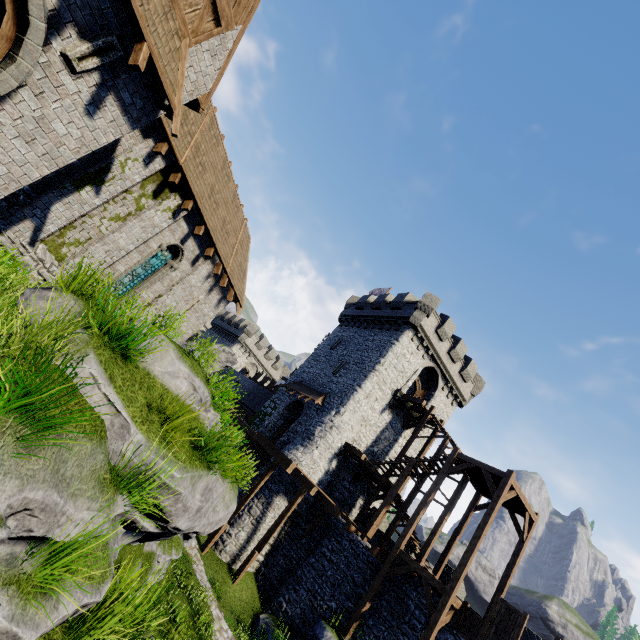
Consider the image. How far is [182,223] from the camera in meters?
13.3 m

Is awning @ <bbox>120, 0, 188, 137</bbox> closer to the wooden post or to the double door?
the double door

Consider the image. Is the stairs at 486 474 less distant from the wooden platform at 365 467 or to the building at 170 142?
the wooden platform at 365 467

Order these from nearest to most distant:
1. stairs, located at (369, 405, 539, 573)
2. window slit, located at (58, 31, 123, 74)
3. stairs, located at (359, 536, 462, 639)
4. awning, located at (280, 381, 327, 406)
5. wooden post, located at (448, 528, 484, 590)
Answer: window slit, located at (58, 31, 123, 74) → stairs, located at (359, 536, 462, 639) → wooden post, located at (448, 528, 484, 590) → stairs, located at (369, 405, 539, 573) → awning, located at (280, 381, 327, 406)

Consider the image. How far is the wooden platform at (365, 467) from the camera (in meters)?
20.92

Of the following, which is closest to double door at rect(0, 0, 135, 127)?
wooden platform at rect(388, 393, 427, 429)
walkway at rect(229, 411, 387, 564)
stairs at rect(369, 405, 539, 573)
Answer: walkway at rect(229, 411, 387, 564)

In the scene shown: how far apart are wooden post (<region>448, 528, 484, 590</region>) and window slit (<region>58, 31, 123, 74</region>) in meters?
20.1 m

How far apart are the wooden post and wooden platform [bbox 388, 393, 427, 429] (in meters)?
9.03
